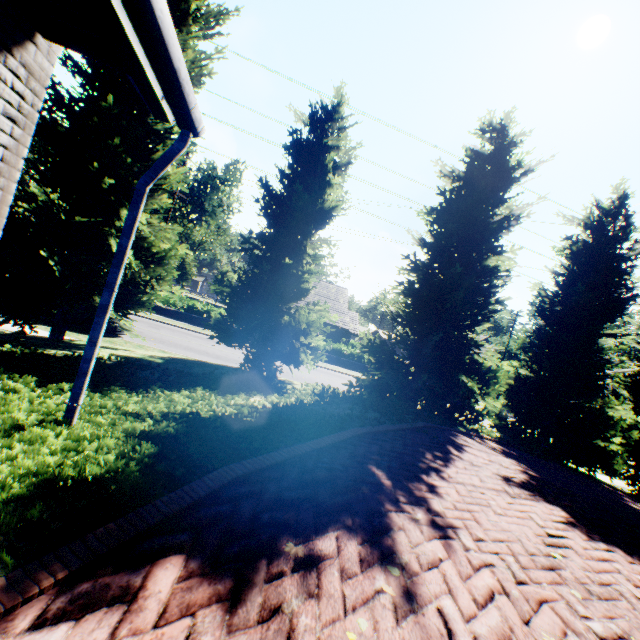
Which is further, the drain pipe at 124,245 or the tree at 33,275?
the tree at 33,275

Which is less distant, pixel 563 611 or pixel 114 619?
pixel 114 619

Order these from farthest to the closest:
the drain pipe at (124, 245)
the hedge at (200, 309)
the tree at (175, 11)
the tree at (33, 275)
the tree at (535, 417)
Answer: the hedge at (200, 309)
the tree at (535, 417)
the tree at (175, 11)
the tree at (33, 275)
the drain pipe at (124, 245)

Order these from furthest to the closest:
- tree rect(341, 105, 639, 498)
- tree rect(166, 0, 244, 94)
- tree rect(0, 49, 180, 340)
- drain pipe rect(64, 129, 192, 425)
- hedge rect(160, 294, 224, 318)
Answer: hedge rect(160, 294, 224, 318) → tree rect(341, 105, 639, 498) → tree rect(166, 0, 244, 94) → tree rect(0, 49, 180, 340) → drain pipe rect(64, 129, 192, 425)

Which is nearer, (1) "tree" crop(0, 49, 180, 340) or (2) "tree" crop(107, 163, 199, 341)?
(1) "tree" crop(0, 49, 180, 340)

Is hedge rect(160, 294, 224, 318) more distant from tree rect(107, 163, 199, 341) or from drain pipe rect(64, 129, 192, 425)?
drain pipe rect(64, 129, 192, 425)
